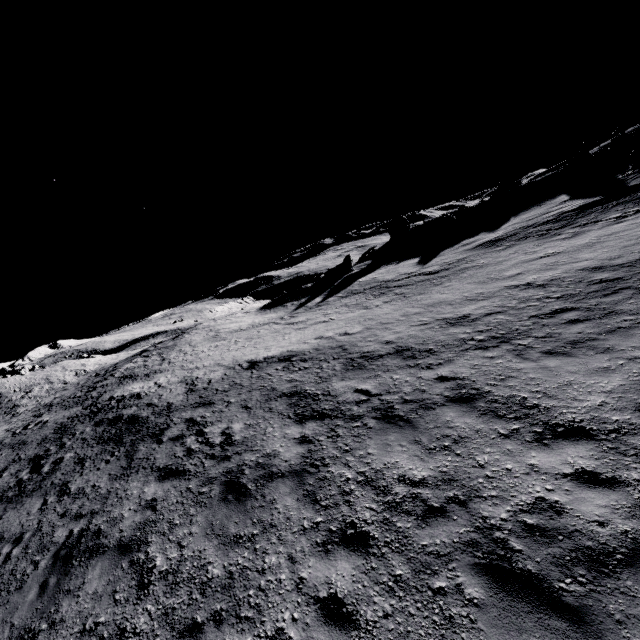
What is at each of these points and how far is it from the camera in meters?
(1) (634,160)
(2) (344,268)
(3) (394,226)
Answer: (1) stone, 26.2
(2) stone, 39.6
(3) stone, 49.9

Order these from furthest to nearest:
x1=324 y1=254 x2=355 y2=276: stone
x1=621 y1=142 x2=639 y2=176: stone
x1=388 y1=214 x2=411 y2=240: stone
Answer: x1=388 y1=214 x2=411 y2=240: stone
x1=324 y1=254 x2=355 y2=276: stone
x1=621 y1=142 x2=639 y2=176: stone

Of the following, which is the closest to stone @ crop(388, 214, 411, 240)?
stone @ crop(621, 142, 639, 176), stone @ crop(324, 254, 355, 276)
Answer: stone @ crop(324, 254, 355, 276)

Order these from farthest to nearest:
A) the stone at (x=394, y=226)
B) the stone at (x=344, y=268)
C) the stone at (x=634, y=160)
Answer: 1. the stone at (x=394, y=226)
2. the stone at (x=344, y=268)
3. the stone at (x=634, y=160)

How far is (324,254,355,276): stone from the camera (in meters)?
39.53

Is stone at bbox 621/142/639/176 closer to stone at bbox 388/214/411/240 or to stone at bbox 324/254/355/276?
stone at bbox 388/214/411/240

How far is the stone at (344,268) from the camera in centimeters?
3953cm
